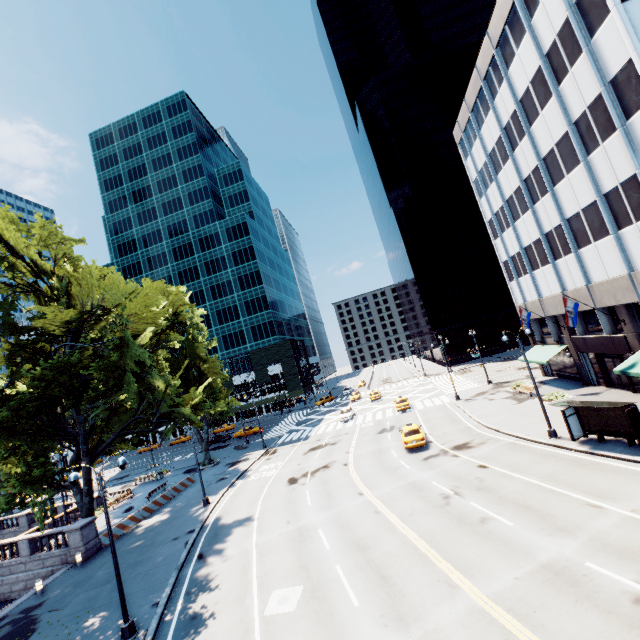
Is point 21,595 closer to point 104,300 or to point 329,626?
point 104,300

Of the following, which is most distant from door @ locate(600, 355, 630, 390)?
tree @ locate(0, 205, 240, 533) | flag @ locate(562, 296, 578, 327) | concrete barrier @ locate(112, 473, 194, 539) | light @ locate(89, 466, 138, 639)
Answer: concrete barrier @ locate(112, 473, 194, 539)

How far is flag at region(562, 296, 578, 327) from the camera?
23.7m

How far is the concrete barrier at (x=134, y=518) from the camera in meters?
25.7 m

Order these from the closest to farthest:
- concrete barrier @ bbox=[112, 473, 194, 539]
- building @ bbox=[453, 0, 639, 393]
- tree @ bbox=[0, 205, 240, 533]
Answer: building @ bbox=[453, 0, 639, 393], tree @ bbox=[0, 205, 240, 533], concrete barrier @ bbox=[112, 473, 194, 539]

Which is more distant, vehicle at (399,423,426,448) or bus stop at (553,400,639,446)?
vehicle at (399,423,426,448)

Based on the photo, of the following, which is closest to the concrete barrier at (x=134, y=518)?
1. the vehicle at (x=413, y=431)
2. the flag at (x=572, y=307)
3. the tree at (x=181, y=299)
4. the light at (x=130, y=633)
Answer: the tree at (x=181, y=299)

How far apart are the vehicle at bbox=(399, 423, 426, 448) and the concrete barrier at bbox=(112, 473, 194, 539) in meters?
23.1
